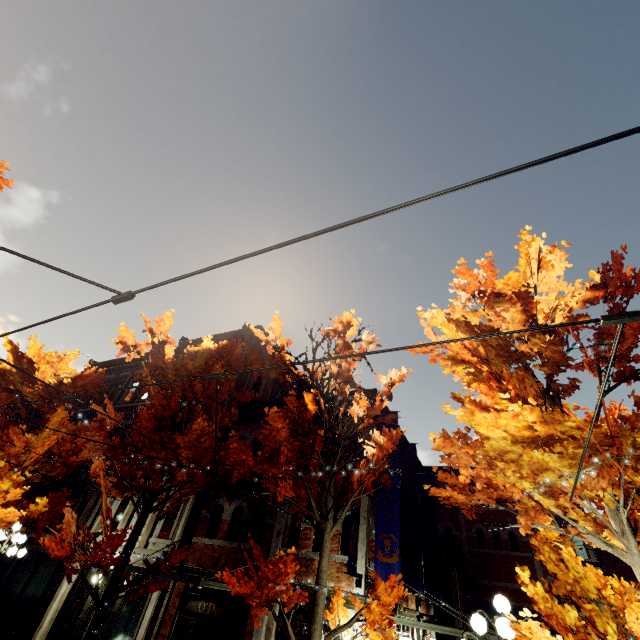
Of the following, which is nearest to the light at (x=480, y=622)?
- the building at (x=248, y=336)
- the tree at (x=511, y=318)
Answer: the tree at (x=511, y=318)

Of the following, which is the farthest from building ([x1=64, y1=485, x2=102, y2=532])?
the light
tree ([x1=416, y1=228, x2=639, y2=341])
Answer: the light

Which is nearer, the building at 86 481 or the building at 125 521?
the building at 125 521

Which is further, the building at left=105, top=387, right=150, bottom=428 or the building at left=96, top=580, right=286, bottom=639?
the building at left=105, top=387, right=150, bottom=428

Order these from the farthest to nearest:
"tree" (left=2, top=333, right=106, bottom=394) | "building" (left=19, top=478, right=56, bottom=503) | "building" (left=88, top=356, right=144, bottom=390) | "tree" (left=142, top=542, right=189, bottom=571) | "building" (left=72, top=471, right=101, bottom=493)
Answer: "building" (left=88, top=356, right=144, bottom=390) < "building" (left=19, top=478, right=56, bottom=503) < "building" (left=72, top=471, right=101, bottom=493) < "tree" (left=2, top=333, right=106, bottom=394) < "tree" (left=142, top=542, right=189, bottom=571)

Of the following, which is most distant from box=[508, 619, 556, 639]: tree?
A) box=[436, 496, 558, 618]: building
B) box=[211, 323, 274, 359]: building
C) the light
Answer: box=[436, 496, 558, 618]: building

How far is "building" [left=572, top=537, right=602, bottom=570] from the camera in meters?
18.0 m

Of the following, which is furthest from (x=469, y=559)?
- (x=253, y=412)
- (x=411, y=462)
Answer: (x=253, y=412)
